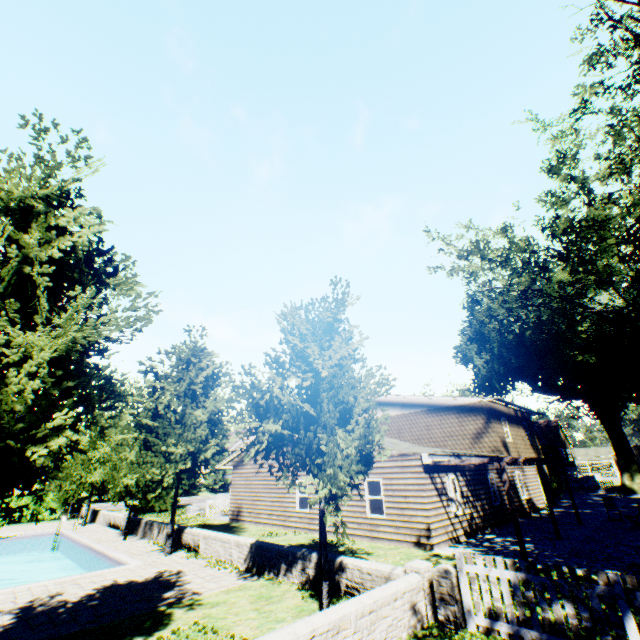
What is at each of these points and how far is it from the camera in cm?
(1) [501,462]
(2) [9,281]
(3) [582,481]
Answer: (1) veranda, 1180
(2) tree, 514
(3) fence, 3559

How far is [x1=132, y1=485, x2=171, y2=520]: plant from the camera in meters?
26.5

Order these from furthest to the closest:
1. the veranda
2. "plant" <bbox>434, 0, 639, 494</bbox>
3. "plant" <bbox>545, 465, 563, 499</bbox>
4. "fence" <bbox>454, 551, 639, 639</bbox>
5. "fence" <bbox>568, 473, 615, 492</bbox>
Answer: "fence" <bbox>568, 473, 615, 492</bbox>
"plant" <bbox>545, 465, 563, 499</bbox>
"plant" <bbox>434, 0, 639, 494</bbox>
the veranda
"fence" <bbox>454, 551, 639, 639</bbox>

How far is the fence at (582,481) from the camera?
34.06m

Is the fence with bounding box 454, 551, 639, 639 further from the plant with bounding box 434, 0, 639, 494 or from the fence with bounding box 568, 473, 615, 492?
the fence with bounding box 568, 473, 615, 492

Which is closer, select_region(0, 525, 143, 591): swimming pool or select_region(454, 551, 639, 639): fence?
select_region(454, 551, 639, 639): fence

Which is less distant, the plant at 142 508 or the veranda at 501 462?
the veranda at 501 462

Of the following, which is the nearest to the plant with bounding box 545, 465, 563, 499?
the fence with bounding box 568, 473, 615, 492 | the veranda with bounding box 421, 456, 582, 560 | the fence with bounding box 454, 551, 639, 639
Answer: the fence with bounding box 454, 551, 639, 639
